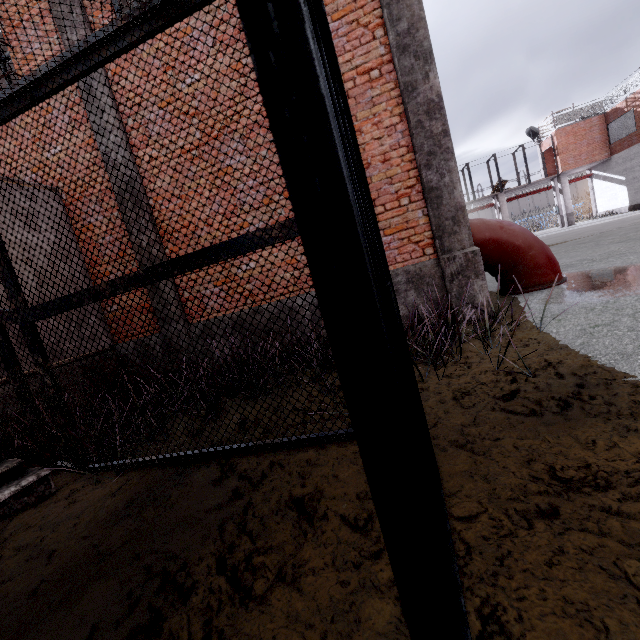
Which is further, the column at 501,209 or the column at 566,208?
the column at 501,209

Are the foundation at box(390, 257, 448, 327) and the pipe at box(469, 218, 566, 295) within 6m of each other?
yes

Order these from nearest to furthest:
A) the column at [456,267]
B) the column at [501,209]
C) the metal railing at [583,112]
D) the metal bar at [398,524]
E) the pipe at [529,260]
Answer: the metal bar at [398,524] → the column at [456,267] → the pipe at [529,260] → the metal railing at [583,112] → the column at [501,209]

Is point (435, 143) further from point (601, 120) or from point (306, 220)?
point (601, 120)

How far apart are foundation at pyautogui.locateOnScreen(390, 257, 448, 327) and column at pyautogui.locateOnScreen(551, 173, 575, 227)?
27.9 meters

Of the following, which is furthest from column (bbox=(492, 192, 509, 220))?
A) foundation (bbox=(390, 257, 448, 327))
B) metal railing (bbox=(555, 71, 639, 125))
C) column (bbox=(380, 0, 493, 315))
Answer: foundation (bbox=(390, 257, 448, 327))

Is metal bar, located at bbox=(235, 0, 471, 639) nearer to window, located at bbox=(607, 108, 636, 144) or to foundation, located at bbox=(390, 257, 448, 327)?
foundation, located at bbox=(390, 257, 448, 327)

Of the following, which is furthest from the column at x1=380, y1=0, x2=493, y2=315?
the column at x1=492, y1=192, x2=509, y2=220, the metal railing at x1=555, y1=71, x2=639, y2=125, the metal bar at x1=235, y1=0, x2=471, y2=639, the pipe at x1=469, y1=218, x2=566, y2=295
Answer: the column at x1=492, y1=192, x2=509, y2=220
